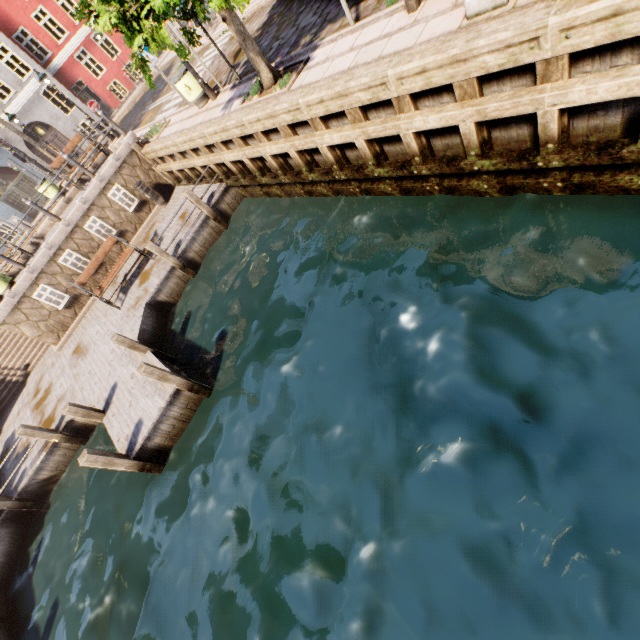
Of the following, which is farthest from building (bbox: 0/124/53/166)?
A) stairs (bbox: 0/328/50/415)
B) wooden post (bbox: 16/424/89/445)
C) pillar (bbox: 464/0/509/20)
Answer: pillar (bbox: 464/0/509/20)

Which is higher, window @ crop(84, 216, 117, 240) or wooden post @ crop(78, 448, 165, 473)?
window @ crop(84, 216, 117, 240)

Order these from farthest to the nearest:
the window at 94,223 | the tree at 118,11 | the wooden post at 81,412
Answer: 1. the window at 94,223
2. the wooden post at 81,412
3. the tree at 118,11

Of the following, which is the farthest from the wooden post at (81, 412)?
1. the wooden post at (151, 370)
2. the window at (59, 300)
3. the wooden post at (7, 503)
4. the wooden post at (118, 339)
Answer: the window at (59, 300)

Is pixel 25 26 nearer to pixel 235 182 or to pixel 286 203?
pixel 235 182

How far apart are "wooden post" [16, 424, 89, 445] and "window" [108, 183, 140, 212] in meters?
8.1 m

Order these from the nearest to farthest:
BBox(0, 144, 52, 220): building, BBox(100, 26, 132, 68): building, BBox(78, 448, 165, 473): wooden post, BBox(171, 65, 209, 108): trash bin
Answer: BBox(78, 448, 165, 473): wooden post
BBox(171, 65, 209, 108): trash bin
BBox(0, 144, 52, 220): building
BBox(100, 26, 132, 68): building

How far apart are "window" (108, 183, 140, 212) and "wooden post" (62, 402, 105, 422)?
8.1m
